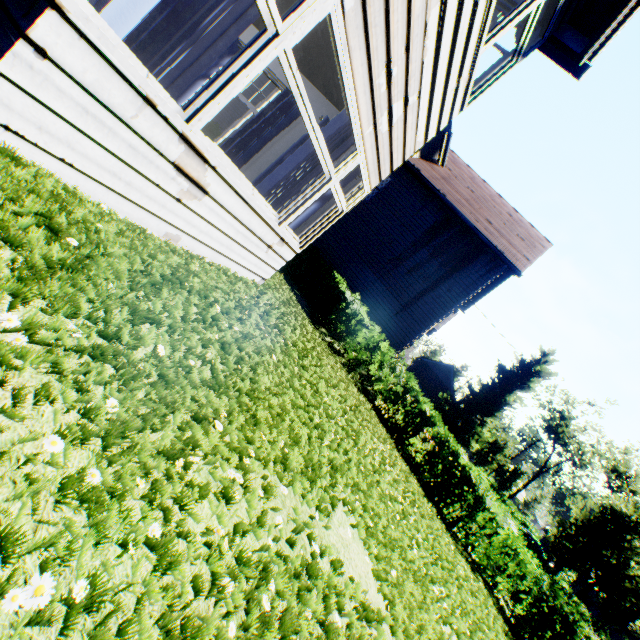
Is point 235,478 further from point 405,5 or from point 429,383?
point 429,383

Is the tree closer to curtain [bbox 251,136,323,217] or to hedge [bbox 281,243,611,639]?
hedge [bbox 281,243,611,639]

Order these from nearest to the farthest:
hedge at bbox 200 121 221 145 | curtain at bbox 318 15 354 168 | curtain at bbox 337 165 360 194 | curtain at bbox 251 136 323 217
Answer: curtain at bbox 318 15 354 168 → curtain at bbox 251 136 323 217 → curtain at bbox 337 165 360 194 → hedge at bbox 200 121 221 145

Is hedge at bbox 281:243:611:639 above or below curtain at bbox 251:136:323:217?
below

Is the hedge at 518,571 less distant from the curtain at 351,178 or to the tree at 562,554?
the tree at 562,554

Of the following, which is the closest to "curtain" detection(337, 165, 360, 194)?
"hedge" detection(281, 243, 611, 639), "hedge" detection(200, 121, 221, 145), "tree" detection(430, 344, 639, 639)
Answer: "hedge" detection(281, 243, 611, 639)

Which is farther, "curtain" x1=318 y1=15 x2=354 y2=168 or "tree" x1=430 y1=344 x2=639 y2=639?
"tree" x1=430 y1=344 x2=639 y2=639

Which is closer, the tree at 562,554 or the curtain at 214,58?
the curtain at 214,58
